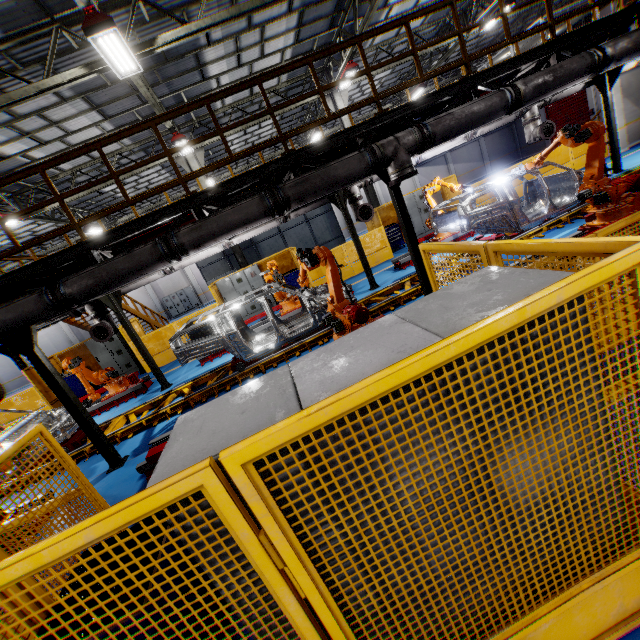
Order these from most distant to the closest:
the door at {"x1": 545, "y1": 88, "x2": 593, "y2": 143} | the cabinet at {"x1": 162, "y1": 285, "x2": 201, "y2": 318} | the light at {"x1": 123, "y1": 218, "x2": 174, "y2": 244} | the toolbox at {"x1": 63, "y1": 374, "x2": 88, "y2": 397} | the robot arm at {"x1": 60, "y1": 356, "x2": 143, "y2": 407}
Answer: the cabinet at {"x1": 162, "y1": 285, "x2": 201, "y2": 318}
the door at {"x1": 545, "y1": 88, "x2": 593, "y2": 143}
the toolbox at {"x1": 63, "y1": 374, "x2": 88, "y2": 397}
the robot arm at {"x1": 60, "y1": 356, "x2": 143, "y2": 407}
the light at {"x1": 123, "y1": 218, "x2": 174, "y2": 244}

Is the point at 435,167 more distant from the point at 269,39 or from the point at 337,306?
the point at 337,306

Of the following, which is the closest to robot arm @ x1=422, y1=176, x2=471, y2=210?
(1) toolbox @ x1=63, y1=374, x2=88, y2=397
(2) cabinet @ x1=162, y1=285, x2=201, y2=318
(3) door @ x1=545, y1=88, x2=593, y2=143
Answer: (1) toolbox @ x1=63, y1=374, x2=88, y2=397

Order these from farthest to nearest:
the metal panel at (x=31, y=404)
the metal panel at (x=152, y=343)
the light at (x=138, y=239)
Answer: the metal panel at (x=152, y=343)
the metal panel at (x=31, y=404)
the light at (x=138, y=239)

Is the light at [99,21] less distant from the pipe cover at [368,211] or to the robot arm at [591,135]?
the pipe cover at [368,211]

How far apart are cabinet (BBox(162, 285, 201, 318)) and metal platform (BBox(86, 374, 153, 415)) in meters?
19.3 m

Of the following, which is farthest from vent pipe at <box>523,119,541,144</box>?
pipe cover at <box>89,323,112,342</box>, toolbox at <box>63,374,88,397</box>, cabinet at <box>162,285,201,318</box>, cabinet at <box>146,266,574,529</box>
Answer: cabinet at <box>162,285,201,318</box>

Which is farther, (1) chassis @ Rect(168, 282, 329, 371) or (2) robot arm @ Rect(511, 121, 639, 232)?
(1) chassis @ Rect(168, 282, 329, 371)
